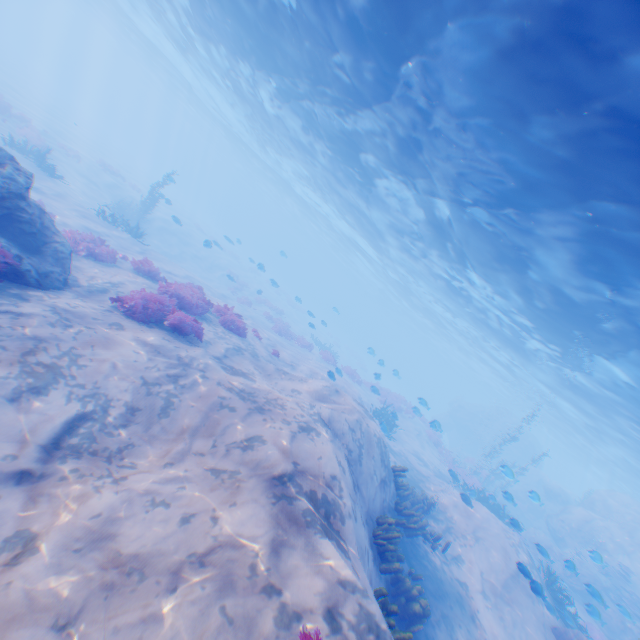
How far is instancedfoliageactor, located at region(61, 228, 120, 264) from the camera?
11.80m

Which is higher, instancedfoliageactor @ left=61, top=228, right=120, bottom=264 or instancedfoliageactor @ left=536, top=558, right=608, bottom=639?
instancedfoliageactor @ left=536, top=558, right=608, bottom=639

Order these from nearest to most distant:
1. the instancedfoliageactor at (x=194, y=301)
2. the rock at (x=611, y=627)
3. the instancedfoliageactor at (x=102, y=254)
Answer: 1. the instancedfoliageactor at (x=194, y=301)
2. the instancedfoliageactor at (x=102, y=254)
3. the rock at (x=611, y=627)

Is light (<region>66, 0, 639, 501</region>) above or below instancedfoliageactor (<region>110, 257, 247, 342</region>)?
above

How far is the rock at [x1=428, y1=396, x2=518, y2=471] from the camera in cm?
3909

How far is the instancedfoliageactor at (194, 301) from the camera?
9.12m

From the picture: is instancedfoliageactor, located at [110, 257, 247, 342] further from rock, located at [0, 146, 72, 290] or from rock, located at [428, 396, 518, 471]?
rock, located at [428, 396, 518, 471]

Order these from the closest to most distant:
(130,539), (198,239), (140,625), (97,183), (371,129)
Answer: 1. (140,625)
2. (130,539)
3. (371,129)
4. (97,183)
5. (198,239)
